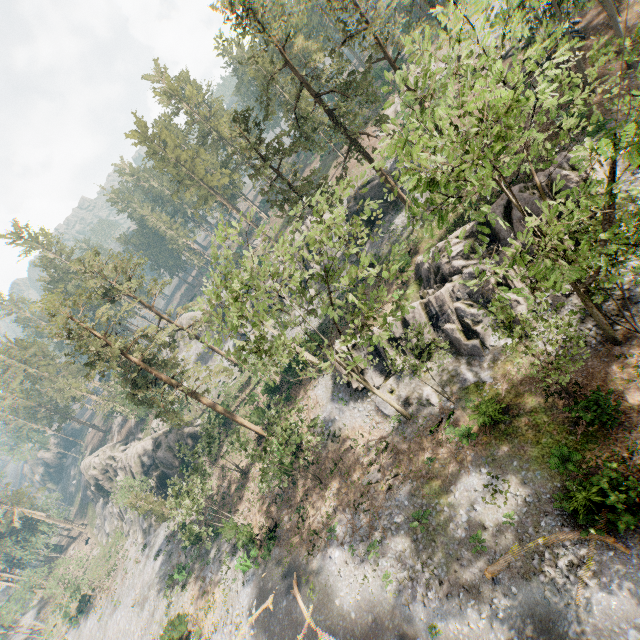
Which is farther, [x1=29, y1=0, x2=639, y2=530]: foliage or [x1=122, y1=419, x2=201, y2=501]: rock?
[x1=122, y1=419, x2=201, y2=501]: rock

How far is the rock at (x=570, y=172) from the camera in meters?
19.6

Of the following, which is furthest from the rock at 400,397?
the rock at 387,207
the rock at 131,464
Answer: the rock at 131,464

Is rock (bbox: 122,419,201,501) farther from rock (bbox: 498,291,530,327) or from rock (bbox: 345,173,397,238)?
rock (bbox: 498,291,530,327)

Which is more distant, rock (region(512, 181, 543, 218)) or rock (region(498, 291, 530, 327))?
rock (region(498, 291, 530, 327))

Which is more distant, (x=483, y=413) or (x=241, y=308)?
(x=483, y=413)

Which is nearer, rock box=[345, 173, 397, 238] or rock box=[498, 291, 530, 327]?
rock box=[498, 291, 530, 327]

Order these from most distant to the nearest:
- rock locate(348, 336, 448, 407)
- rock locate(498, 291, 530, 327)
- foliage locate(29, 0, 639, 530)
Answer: rock locate(348, 336, 448, 407) → rock locate(498, 291, 530, 327) → foliage locate(29, 0, 639, 530)
